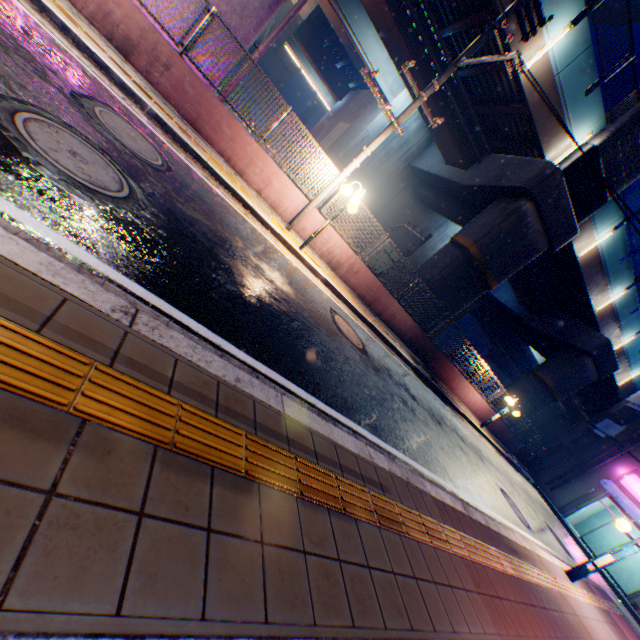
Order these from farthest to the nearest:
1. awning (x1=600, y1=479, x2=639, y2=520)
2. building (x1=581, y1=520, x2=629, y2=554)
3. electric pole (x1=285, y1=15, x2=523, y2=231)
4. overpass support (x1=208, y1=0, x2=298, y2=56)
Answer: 1. building (x1=581, y1=520, x2=629, y2=554)
2. awning (x1=600, y1=479, x2=639, y2=520)
3. overpass support (x1=208, y1=0, x2=298, y2=56)
4. electric pole (x1=285, y1=15, x2=523, y2=231)

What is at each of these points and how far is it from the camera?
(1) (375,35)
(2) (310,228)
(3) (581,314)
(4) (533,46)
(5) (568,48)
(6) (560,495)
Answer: (1) overpass support, 17.0m
(2) concrete block, 10.5m
(3) overpass support, 21.8m
(4) overpass support, 11.0m
(5) overpass support, 11.2m
(6) building, 21.5m

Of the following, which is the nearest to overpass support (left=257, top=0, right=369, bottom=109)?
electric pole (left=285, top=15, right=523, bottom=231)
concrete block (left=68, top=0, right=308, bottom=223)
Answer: concrete block (left=68, top=0, right=308, bottom=223)

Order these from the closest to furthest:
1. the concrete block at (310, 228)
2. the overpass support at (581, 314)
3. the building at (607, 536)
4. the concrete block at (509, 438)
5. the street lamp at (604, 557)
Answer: the street lamp at (604, 557) → the concrete block at (310, 228) → the overpass support at (581, 314) → the concrete block at (509, 438) → the building at (607, 536)

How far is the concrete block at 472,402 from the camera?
11.1 meters

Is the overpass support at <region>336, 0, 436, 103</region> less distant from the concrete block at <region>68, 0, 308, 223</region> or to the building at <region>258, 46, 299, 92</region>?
the concrete block at <region>68, 0, 308, 223</region>

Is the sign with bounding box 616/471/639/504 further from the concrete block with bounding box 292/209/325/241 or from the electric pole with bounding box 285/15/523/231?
the electric pole with bounding box 285/15/523/231

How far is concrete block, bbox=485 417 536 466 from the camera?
20.1 meters
